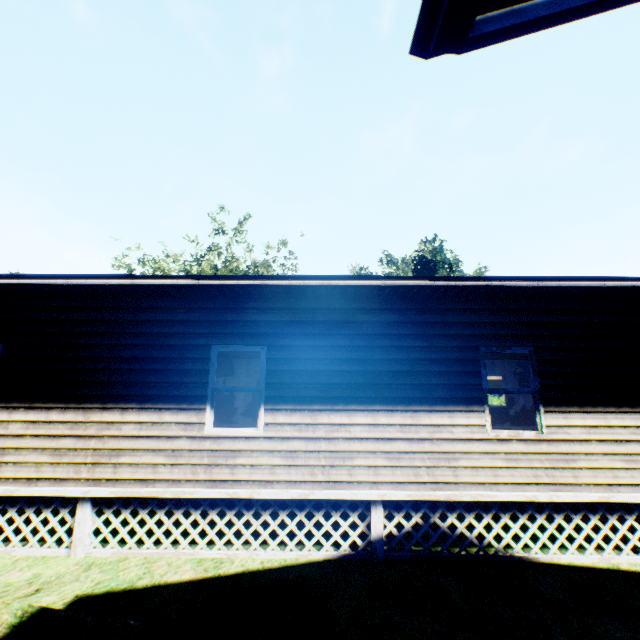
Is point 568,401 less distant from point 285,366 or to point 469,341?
point 469,341

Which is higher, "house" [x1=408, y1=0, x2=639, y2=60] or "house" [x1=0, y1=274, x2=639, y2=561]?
"house" [x1=408, y1=0, x2=639, y2=60]

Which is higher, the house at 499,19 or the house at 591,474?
the house at 499,19

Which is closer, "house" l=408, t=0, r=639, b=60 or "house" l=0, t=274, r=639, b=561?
"house" l=408, t=0, r=639, b=60

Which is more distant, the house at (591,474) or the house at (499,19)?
the house at (591,474)
